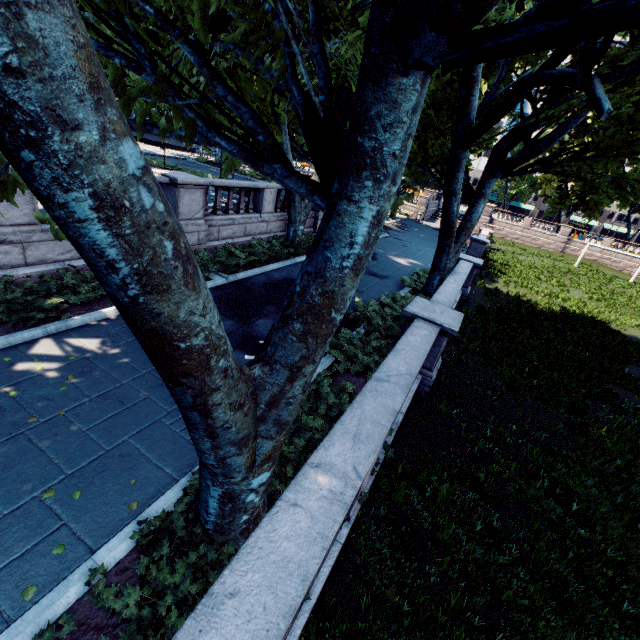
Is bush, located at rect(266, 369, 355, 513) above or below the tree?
below

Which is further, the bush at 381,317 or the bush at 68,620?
the bush at 381,317

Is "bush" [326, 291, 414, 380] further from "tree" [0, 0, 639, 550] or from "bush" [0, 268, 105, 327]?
"bush" [0, 268, 105, 327]

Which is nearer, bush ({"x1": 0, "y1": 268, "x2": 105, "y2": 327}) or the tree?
Result: the tree

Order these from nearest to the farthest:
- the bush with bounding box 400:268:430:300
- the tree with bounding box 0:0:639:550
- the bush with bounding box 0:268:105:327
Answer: the tree with bounding box 0:0:639:550, the bush with bounding box 0:268:105:327, the bush with bounding box 400:268:430:300

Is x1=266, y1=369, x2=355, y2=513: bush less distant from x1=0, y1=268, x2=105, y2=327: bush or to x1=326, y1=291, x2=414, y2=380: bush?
x1=326, y1=291, x2=414, y2=380: bush

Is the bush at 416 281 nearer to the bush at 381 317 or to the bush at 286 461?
the bush at 381 317

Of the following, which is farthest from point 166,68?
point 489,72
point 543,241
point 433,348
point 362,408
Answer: point 543,241
